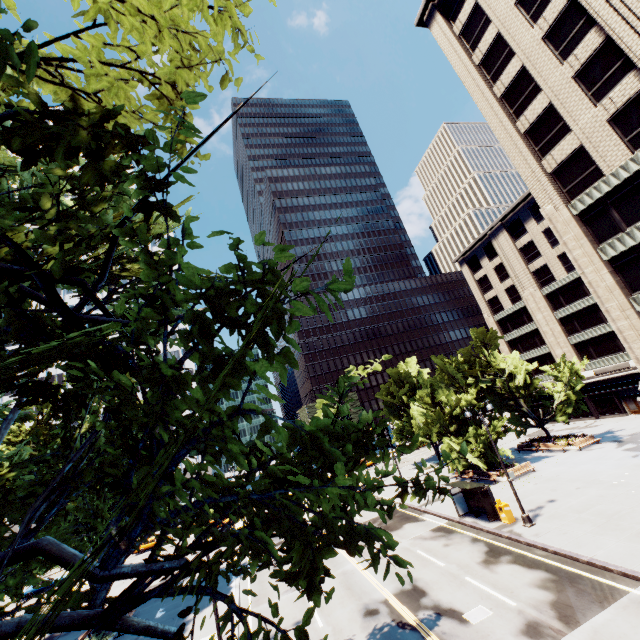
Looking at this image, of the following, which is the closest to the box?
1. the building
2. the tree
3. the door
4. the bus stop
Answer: the bus stop

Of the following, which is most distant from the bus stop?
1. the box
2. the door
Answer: the door

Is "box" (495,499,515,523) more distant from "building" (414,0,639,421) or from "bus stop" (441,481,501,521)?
"building" (414,0,639,421)

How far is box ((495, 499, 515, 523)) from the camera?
20.72m

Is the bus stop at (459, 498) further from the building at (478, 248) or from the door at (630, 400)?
the door at (630, 400)

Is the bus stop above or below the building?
below

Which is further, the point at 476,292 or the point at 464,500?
the point at 476,292

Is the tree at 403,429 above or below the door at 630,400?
above
